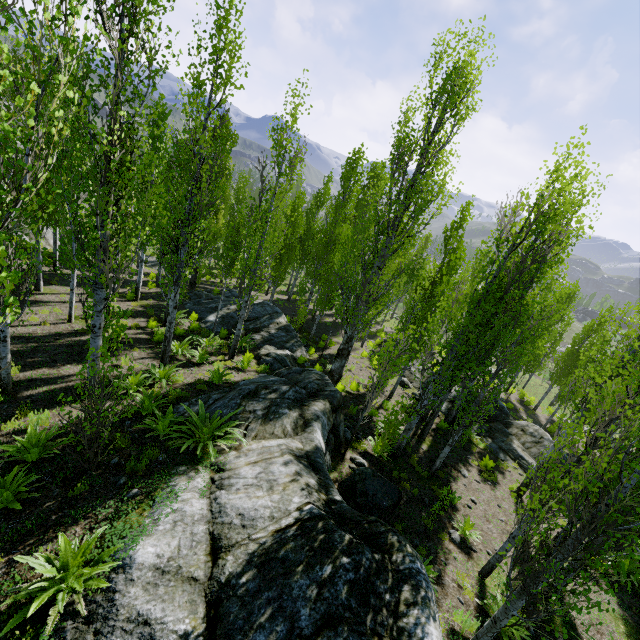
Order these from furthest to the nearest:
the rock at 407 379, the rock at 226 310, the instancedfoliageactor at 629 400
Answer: the rock at 407 379 → the rock at 226 310 → the instancedfoliageactor at 629 400

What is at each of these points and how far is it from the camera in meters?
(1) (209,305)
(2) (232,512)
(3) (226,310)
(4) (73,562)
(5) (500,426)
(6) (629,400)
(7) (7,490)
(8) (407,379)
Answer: (1) rock, 19.6
(2) rock, 5.1
(3) rock, 19.1
(4) instancedfoliageactor, 3.9
(5) rock, 16.5
(6) instancedfoliageactor, 4.4
(7) instancedfoliageactor, 4.9
(8) rock, 20.9

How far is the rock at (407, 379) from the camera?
19.53m

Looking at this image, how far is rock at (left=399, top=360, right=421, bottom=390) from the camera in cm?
1953

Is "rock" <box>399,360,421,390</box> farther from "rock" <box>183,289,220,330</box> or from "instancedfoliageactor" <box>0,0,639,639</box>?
"rock" <box>183,289,220,330</box>
